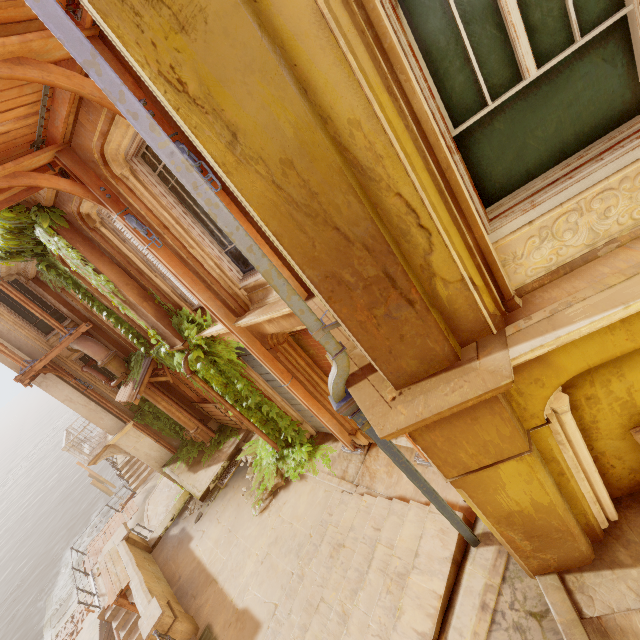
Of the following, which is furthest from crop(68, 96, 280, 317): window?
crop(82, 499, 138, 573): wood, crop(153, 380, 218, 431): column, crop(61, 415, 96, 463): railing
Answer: crop(82, 499, 138, 573): wood

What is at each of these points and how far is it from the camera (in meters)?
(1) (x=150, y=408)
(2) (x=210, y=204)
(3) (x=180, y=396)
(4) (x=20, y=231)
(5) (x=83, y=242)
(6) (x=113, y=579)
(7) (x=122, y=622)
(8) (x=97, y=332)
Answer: (1) plant, 13.20
(2) pipe, 2.05
(3) column, 12.80
(4) plant, 7.09
(5) column, 6.95
(6) trim, 8.76
(7) stairs, 12.79
(8) column, 11.35

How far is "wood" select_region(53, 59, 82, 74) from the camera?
3.7m

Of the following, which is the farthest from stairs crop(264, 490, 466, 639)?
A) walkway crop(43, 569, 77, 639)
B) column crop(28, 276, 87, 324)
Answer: walkway crop(43, 569, 77, 639)

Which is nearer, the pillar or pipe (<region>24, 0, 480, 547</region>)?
pipe (<region>24, 0, 480, 547</region>)

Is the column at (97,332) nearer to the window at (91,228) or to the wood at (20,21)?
the window at (91,228)

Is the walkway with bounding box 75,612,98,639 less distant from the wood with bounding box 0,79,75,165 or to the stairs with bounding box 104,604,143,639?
the stairs with bounding box 104,604,143,639

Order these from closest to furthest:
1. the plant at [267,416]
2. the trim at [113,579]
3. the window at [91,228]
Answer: the window at [91,228], the plant at [267,416], the trim at [113,579]
